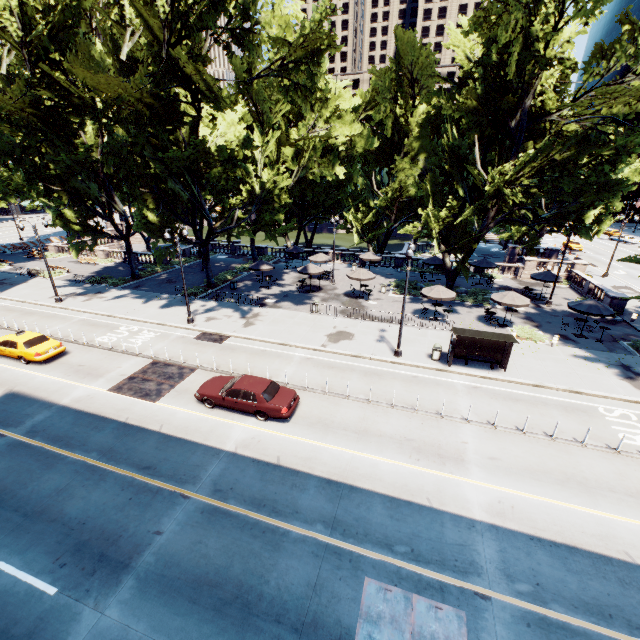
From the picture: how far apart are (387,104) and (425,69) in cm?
447

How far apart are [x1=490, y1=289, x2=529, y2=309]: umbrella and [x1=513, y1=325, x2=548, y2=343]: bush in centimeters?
156cm

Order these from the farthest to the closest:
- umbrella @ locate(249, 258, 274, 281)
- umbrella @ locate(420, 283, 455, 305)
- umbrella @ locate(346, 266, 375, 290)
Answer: umbrella @ locate(249, 258, 274, 281)
umbrella @ locate(346, 266, 375, 290)
umbrella @ locate(420, 283, 455, 305)

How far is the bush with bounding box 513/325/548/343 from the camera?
23.3 meters

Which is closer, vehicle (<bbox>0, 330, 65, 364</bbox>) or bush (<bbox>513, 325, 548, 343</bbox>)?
vehicle (<bbox>0, 330, 65, 364</bbox>)

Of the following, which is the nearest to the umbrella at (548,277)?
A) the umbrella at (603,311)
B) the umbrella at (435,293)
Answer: the umbrella at (603,311)

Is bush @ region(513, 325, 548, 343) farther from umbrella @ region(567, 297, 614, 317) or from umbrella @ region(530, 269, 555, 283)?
umbrella @ region(530, 269, 555, 283)

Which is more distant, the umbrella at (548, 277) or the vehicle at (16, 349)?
the umbrella at (548, 277)
